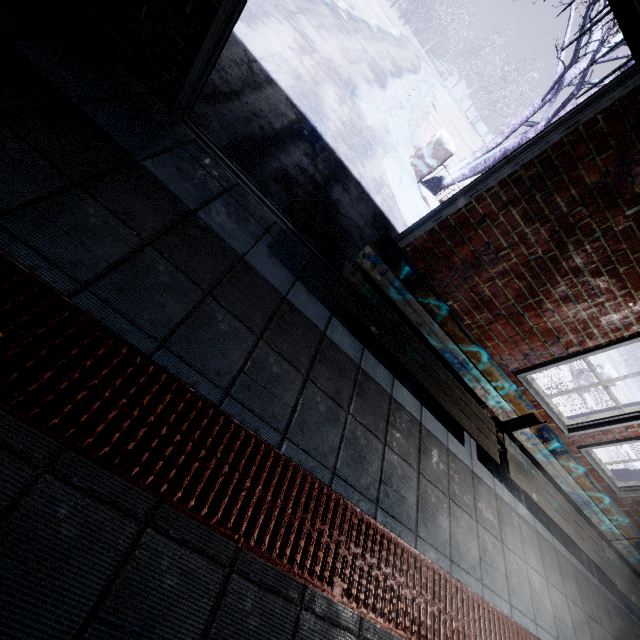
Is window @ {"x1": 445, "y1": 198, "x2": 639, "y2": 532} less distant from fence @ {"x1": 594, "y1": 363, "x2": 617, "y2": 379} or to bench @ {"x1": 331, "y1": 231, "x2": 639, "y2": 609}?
bench @ {"x1": 331, "y1": 231, "x2": 639, "y2": 609}

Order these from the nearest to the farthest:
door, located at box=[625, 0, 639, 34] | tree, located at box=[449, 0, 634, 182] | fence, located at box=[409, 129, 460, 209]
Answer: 1. door, located at box=[625, 0, 639, 34]
2. tree, located at box=[449, 0, 634, 182]
3. fence, located at box=[409, 129, 460, 209]

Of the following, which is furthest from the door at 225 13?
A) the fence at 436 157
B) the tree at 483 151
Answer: the fence at 436 157

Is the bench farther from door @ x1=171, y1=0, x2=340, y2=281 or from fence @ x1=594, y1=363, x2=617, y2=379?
fence @ x1=594, y1=363, x2=617, y2=379

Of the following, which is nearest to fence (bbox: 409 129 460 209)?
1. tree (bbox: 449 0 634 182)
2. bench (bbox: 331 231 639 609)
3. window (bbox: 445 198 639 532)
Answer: tree (bbox: 449 0 634 182)

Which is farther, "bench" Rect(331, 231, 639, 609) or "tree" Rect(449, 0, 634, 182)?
"tree" Rect(449, 0, 634, 182)

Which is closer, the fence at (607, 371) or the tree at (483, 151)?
the tree at (483, 151)

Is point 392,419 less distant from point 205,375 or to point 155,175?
point 205,375
